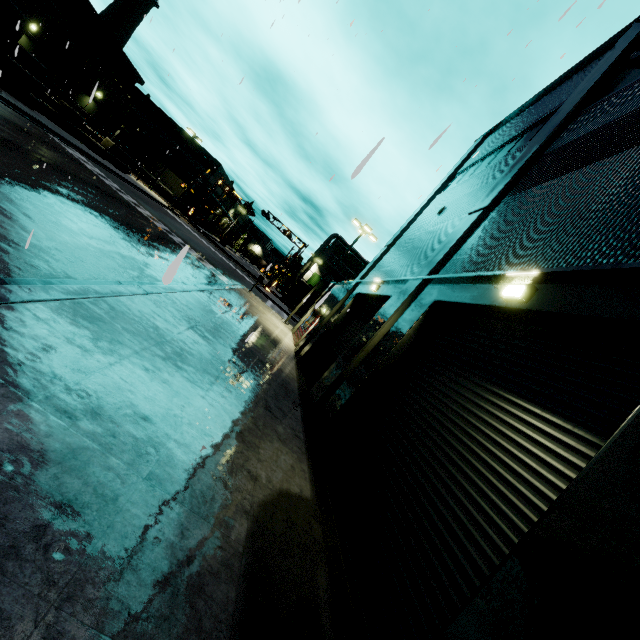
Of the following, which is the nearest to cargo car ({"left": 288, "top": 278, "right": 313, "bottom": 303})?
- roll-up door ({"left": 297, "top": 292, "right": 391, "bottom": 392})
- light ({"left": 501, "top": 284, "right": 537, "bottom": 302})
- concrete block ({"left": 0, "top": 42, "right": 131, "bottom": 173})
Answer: roll-up door ({"left": 297, "top": 292, "right": 391, "bottom": 392})

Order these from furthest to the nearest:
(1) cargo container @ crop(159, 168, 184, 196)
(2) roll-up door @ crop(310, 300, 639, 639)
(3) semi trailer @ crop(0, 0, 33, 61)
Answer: (1) cargo container @ crop(159, 168, 184, 196) < (3) semi trailer @ crop(0, 0, 33, 61) < (2) roll-up door @ crop(310, 300, 639, 639)

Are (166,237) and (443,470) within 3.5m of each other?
no

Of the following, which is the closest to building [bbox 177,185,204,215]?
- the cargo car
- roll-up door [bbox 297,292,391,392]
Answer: roll-up door [bbox 297,292,391,392]

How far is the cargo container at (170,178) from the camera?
50.2 meters

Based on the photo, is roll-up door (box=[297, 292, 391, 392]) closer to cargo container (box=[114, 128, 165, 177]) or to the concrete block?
cargo container (box=[114, 128, 165, 177])

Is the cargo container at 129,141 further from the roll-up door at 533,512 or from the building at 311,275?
the roll-up door at 533,512

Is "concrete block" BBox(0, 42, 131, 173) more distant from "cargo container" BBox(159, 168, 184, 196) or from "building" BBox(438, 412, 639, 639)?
"cargo container" BBox(159, 168, 184, 196)
